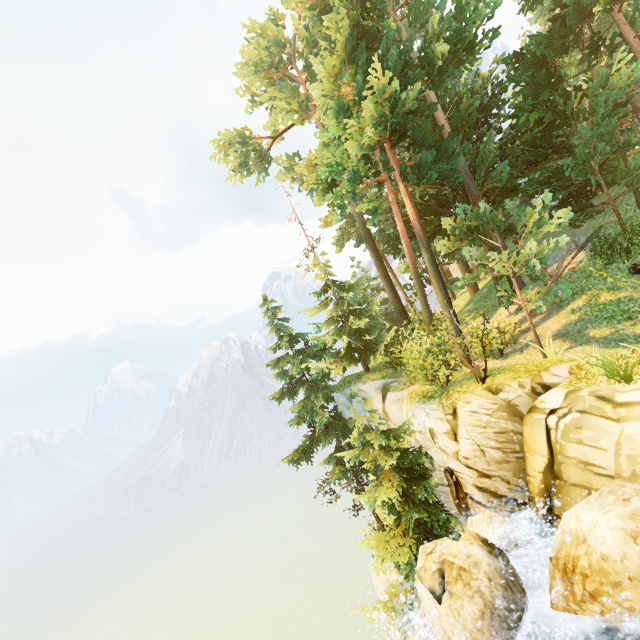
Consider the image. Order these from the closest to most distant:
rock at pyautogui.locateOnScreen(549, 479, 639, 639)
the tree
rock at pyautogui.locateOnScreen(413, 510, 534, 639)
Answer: rock at pyautogui.locateOnScreen(549, 479, 639, 639), rock at pyautogui.locateOnScreen(413, 510, 534, 639), the tree

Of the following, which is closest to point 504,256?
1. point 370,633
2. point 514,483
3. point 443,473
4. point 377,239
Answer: point 514,483

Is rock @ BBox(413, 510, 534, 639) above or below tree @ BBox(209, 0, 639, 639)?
below

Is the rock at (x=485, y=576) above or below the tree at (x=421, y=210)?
below

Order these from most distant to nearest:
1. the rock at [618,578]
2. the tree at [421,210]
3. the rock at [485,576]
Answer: the tree at [421,210] → the rock at [485,576] → the rock at [618,578]

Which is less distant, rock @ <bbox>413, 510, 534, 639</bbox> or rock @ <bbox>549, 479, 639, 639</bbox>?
rock @ <bbox>549, 479, 639, 639</bbox>

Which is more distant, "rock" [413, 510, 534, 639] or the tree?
the tree
